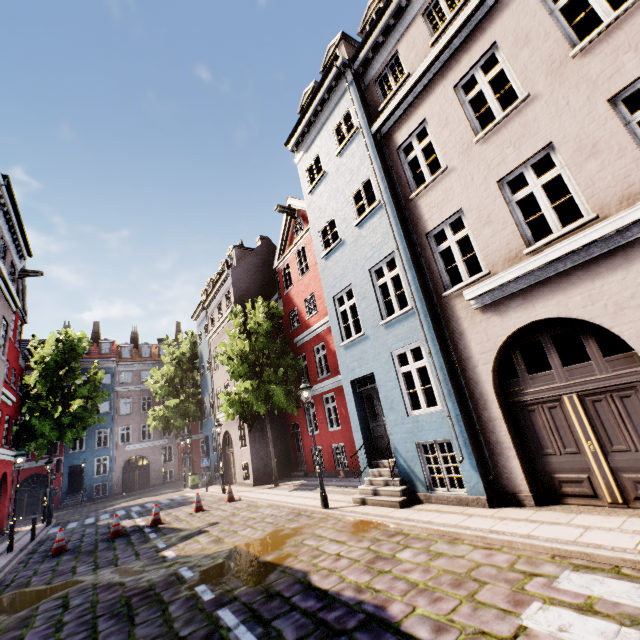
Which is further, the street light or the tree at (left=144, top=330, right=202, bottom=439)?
the tree at (left=144, top=330, right=202, bottom=439)

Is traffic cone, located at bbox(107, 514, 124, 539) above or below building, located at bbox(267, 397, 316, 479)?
below

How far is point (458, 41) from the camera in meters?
7.8

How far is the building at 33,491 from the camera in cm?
2820

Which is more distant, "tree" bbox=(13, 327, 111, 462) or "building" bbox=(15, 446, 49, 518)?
"building" bbox=(15, 446, 49, 518)

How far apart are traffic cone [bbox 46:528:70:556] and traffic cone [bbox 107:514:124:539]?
1.05m

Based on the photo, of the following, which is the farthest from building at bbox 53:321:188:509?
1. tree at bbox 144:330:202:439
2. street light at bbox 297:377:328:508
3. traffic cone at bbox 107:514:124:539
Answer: traffic cone at bbox 107:514:124:539
